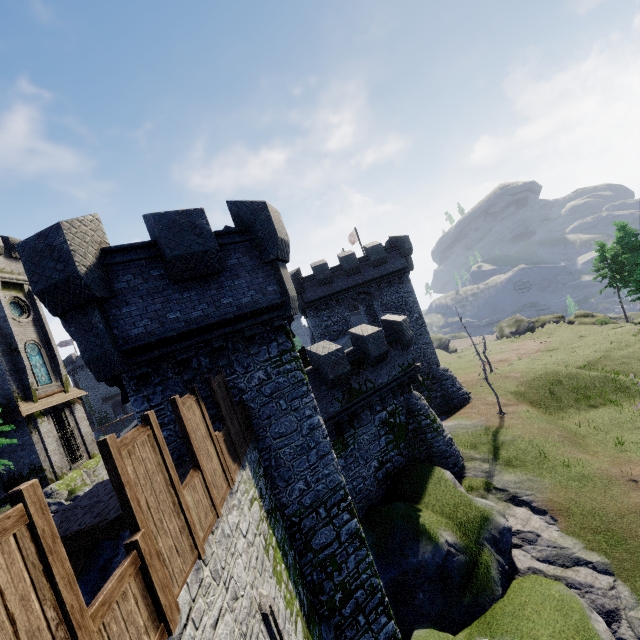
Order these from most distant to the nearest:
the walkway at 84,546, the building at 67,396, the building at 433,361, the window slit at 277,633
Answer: the building at 433,361 < the building at 67,396 < the walkway at 84,546 < the window slit at 277,633

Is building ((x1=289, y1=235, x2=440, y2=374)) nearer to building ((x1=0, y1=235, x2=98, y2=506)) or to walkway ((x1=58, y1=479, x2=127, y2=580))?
walkway ((x1=58, y1=479, x2=127, y2=580))

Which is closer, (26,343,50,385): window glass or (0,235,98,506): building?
(0,235,98,506): building

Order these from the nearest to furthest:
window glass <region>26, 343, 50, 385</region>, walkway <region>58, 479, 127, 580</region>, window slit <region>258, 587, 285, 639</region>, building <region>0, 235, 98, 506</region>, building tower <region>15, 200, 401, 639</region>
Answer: window slit <region>258, 587, 285, 639</region>, walkway <region>58, 479, 127, 580</region>, building tower <region>15, 200, 401, 639</region>, building <region>0, 235, 98, 506</region>, window glass <region>26, 343, 50, 385</region>

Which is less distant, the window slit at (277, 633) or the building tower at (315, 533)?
the window slit at (277, 633)

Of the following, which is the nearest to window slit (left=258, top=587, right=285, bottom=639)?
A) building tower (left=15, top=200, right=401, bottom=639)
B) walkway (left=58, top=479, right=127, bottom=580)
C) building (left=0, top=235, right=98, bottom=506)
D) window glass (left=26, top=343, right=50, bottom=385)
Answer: walkway (left=58, top=479, right=127, bottom=580)

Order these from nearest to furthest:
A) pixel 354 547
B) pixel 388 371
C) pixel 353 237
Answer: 1. pixel 354 547
2. pixel 388 371
3. pixel 353 237

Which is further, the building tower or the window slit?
the building tower
